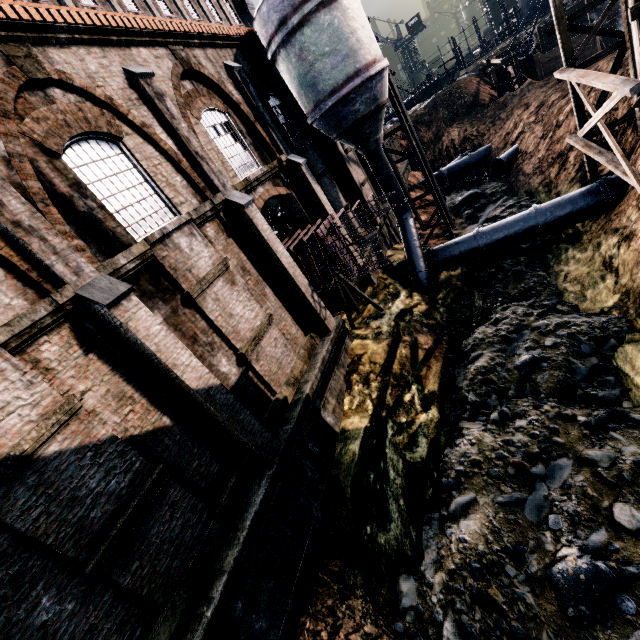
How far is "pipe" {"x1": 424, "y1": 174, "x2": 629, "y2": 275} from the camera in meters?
15.4 m

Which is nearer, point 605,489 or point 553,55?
point 605,489

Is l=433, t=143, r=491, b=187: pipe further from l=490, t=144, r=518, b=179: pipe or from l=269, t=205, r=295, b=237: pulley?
l=269, t=205, r=295, b=237: pulley

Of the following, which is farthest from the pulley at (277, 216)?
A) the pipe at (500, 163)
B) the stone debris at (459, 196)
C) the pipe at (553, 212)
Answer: the pipe at (500, 163)

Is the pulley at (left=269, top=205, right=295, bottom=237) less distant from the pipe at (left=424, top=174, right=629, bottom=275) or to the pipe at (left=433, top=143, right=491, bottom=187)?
the pipe at (left=424, top=174, right=629, bottom=275)

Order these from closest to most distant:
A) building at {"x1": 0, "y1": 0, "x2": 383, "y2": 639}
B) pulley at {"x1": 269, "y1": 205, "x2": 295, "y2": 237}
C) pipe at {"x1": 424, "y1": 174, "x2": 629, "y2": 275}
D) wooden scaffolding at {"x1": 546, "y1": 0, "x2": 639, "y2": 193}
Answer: building at {"x1": 0, "y1": 0, "x2": 383, "y2": 639} < wooden scaffolding at {"x1": 546, "y1": 0, "x2": 639, "y2": 193} < pipe at {"x1": 424, "y1": 174, "x2": 629, "y2": 275} < pulley at {"x1": 269, "y1": 205, "x2": 295, "y2": 237}

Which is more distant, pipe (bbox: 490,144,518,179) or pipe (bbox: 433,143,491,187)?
pipe (bbox: 433,143,491,187)

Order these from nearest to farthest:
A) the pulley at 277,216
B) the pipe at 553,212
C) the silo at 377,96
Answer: the silo at 377,96 < the pipe at 553,212 < the pulley at 277,216
